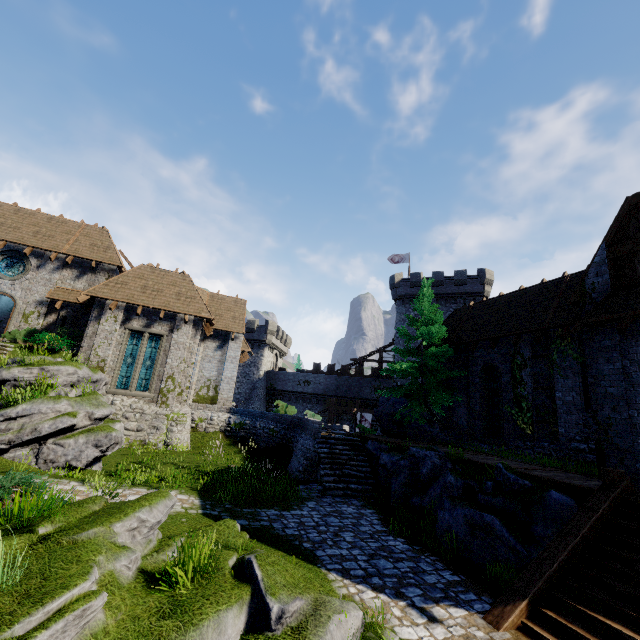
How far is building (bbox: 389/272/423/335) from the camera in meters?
39.2 m

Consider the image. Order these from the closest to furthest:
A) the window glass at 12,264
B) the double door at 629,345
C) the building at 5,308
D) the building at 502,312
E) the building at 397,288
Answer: Answer:
the double door at 629,345
the building at 502,312
the window glass at 12,264
the building at 5,308
the building at 397,288

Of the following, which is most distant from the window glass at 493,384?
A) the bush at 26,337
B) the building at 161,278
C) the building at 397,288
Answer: the bush at 26,337

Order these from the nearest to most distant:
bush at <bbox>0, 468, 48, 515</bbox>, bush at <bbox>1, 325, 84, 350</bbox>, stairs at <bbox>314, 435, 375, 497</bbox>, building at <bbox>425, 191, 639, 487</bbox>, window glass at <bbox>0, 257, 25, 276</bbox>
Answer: bush at <bbox>0, 468, 48, 515</bbox>
building at <bbox>425, 191, 639, 487</bbox>
stairs at <bbox>314, 435, 375, 497</bbox>
bush at <bbox>1, 325, 84, 350</bbox>
window glass at <bbox>0, 257, 25, 276</bbox>

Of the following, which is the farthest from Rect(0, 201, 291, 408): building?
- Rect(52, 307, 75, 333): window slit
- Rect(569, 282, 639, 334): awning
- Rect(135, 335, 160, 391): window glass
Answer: Rect(569, 282, 639, 334): awning

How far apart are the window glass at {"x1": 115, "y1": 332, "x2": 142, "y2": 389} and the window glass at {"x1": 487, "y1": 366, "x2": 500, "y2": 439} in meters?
20.2 m

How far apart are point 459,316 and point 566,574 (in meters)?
17.18

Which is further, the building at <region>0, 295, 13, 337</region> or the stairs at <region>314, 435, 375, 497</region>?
the building at <region>0, 295, 13, 337</region>
